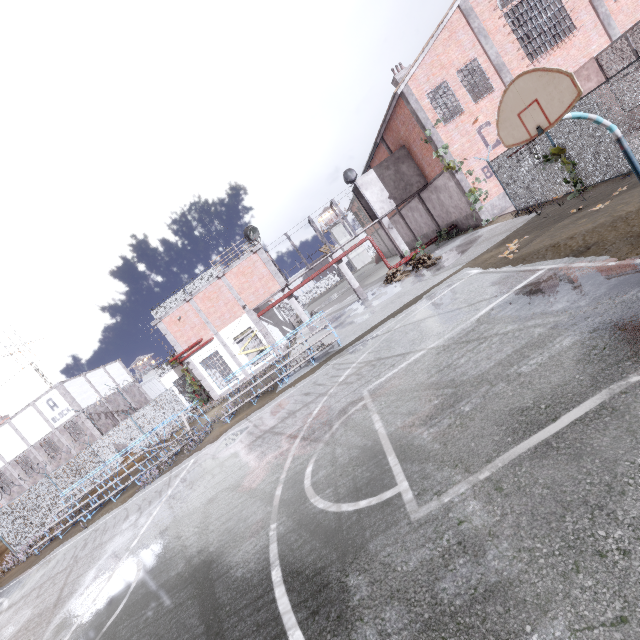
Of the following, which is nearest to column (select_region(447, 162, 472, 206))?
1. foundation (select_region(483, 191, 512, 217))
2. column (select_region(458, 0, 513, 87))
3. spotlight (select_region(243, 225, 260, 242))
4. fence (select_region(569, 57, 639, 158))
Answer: foundation (select_region(483, 191, 512, 217))

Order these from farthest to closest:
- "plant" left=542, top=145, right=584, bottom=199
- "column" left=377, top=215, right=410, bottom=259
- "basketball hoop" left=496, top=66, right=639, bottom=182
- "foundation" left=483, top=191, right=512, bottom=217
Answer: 1. "column" left=377, top=215, right=410, bottom=259
2. "foundation" left=483, top=191, right=512, bottom=217
3. "plant" left=542, top=145, right=584, bottom=199
4. "basketball hoop" left=496, top=66, right=639, bottom=182

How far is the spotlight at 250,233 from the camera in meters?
21.4

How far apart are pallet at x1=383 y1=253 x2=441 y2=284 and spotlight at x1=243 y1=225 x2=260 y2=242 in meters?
8.8 m

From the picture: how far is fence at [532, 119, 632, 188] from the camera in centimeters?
995cm

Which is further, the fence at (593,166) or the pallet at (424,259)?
the pallet at (424,259)

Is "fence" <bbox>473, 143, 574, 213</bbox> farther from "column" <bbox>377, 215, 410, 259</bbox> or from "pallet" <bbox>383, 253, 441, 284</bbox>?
"column" <bbox>377, 215, 410, 259</bbox>

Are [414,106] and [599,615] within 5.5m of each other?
no
